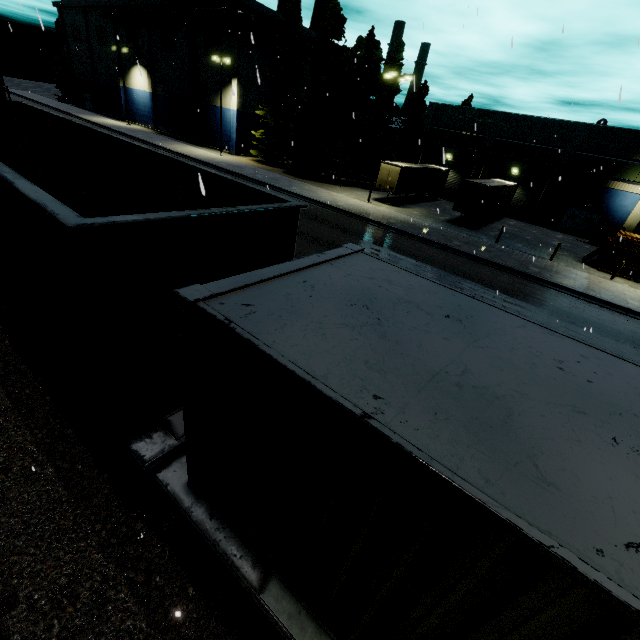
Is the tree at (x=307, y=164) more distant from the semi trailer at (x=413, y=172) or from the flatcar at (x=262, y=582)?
the flatcar at (x=262, y=582)

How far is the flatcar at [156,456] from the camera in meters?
4.1

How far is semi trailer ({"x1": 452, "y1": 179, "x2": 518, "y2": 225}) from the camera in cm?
2692

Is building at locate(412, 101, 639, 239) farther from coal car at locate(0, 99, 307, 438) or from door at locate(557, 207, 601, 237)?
coal car at locate(0, 99, 307, 438)

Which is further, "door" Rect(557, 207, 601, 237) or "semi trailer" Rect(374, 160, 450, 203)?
"door" Rect(557, 207, 601, 237)

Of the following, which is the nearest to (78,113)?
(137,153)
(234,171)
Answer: (234,171)

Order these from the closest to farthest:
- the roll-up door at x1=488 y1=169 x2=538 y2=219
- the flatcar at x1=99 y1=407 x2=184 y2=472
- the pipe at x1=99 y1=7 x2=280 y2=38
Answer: the flatcar at x1=99 y1=407 x2=184 y2=472, the pipe at x1=99 y1=7 x2=280 y2=38, the roll-up door at x1=488 y1=169 x2=538 y2=219
